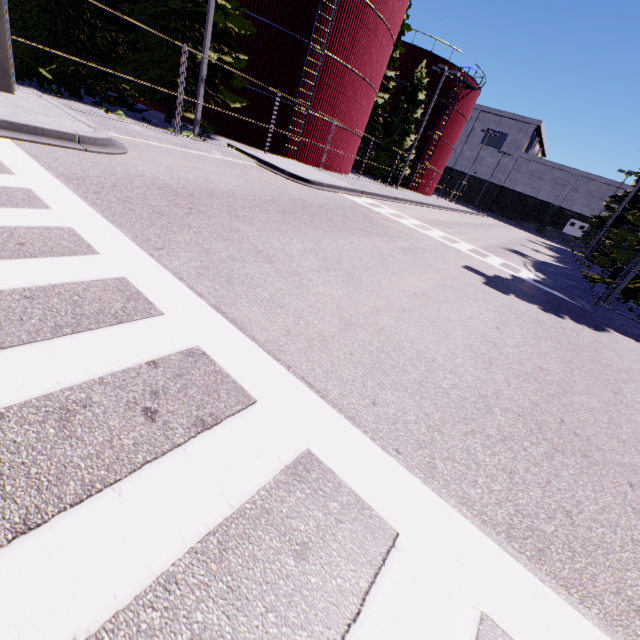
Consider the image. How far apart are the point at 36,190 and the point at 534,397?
7.7 meters

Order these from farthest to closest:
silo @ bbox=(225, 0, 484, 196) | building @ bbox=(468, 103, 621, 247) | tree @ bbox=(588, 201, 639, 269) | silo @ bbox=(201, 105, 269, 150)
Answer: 1. building @ bbox=(468, 103, 621, 247)
2. silo @ bbox=(201, 105, 269, 150)
3. silo @ bbox=(225, 0, 484, 196)
4. tree @ bbox=(588, 201, 639, 269)

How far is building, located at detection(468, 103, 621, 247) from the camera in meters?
52.7

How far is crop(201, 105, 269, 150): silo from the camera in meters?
19.1

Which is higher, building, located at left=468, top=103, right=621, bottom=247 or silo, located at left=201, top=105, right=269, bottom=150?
building, located at left=468, top=103, right=621, bottom=247

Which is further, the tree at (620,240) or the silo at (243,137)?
the silo at (243,137)

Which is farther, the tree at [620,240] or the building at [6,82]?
the tree at [620,240]
